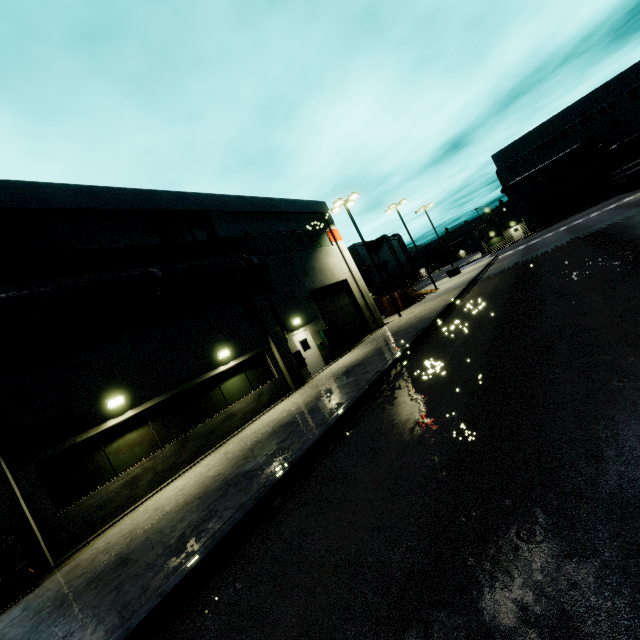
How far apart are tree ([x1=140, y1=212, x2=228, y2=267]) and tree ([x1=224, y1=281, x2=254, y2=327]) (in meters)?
0.65

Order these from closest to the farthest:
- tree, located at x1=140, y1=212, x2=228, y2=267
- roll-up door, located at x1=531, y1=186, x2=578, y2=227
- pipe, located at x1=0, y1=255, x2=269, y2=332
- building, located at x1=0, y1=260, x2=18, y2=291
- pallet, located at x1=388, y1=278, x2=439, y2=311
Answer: pipe, located at x1=0, y1=255, x2=269, y2=332, building, located at x1=0, y1=260, x2=18, y2=291, tree, located at x1=140, y1=212, x2=228, y2=267, pallet, located at x1=388, y1=278, x2=439, y2=311, roll-up door, located at x1=531, y1=186, x2=578, y2=227

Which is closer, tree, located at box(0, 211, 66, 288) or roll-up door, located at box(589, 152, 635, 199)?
tree, located at box(0, 211, 66, 288)

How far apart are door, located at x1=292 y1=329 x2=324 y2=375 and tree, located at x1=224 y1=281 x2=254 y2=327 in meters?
2.3

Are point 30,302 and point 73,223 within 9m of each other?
yes

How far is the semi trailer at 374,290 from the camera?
36.84m

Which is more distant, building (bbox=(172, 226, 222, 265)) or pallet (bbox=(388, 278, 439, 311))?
pallet (bbox=(388, 278, 439, 311))

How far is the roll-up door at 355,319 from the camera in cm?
2098
